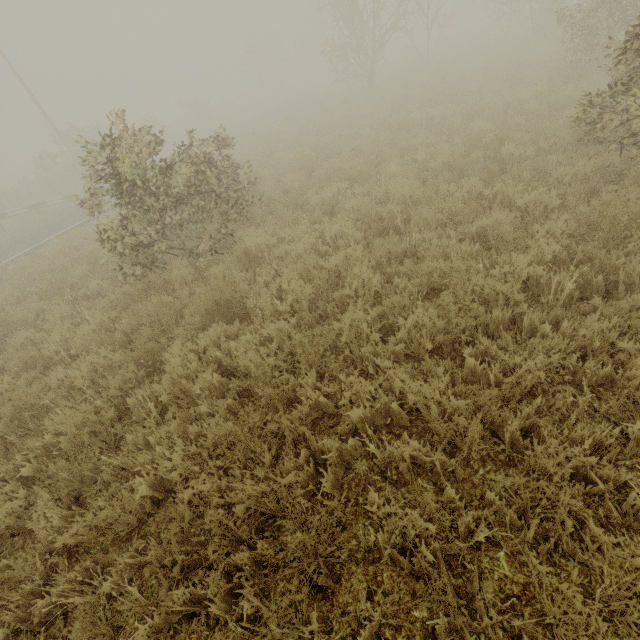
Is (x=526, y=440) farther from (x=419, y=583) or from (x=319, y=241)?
(x=319, y=241)
